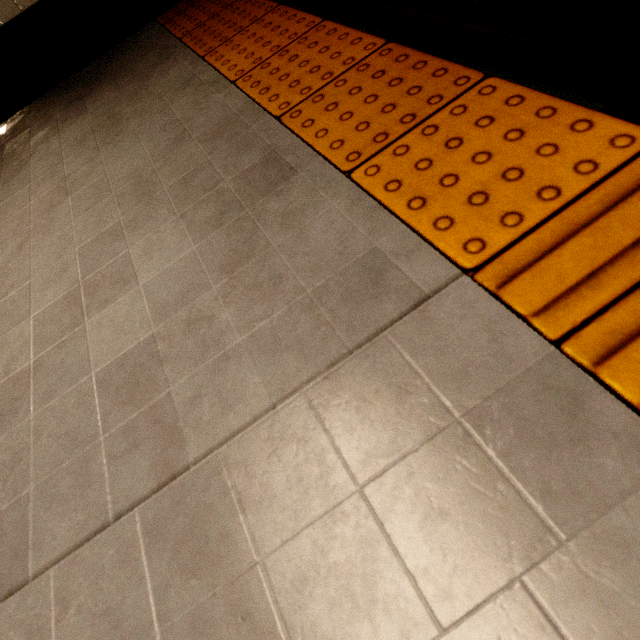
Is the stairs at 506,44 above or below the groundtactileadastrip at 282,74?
above

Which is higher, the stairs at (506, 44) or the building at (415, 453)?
the stairs at (506, 44)

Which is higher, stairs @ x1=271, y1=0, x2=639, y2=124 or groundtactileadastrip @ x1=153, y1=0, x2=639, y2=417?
stairs @ x1=271, y1=0, x2=639, y2=124

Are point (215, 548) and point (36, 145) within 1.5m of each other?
no

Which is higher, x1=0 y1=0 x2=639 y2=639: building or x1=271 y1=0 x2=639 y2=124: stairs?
x1=271 y1=0 x2=639 y2=124: stairs
